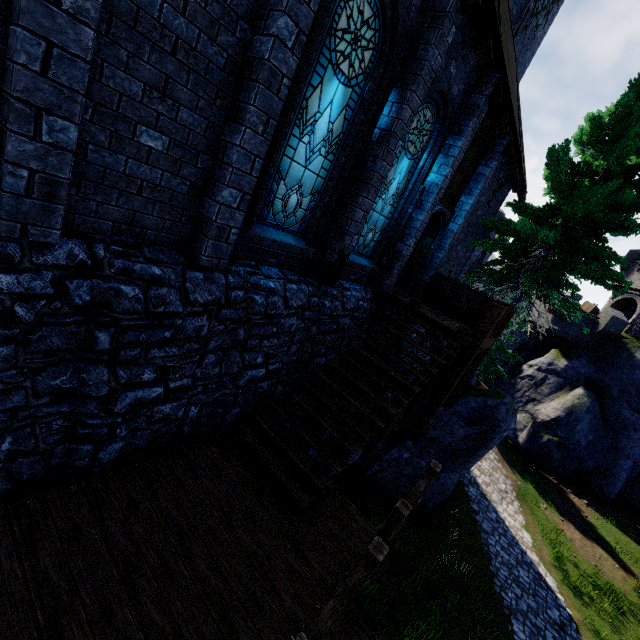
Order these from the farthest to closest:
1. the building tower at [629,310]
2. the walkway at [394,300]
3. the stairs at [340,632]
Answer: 1. the building tower at [629,310]
2. the walkway at [394,300]
3. the stairs at [340,632]

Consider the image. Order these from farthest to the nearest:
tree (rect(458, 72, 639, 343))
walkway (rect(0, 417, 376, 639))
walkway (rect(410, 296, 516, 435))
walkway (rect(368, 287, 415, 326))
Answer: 1. tree (rect(458, 72, 639, 343))
2. walkway (rect(368, 287, 415, 326))
3. walkway (rect(410, 296, 516, 435))
4. walkway (rect(0, 417, 376, 639))

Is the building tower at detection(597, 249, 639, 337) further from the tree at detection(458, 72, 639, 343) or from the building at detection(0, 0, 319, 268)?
the building at detection(0, 0, 319, 268)

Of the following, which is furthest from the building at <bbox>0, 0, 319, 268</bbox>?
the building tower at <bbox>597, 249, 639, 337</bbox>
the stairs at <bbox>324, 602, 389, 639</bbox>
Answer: the building tower at <bbox>597, 249, 639, 337</bbox>

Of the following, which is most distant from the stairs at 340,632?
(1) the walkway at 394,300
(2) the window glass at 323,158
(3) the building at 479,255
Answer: (3) the building at 479,255

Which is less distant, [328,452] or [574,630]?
[328,452]

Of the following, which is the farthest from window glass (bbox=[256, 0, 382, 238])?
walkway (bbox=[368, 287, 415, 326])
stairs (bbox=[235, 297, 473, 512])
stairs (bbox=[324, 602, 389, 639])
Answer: stairs (bbox=[324, 602, 389, 639])

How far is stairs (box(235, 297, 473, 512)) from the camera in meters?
5.3 m
